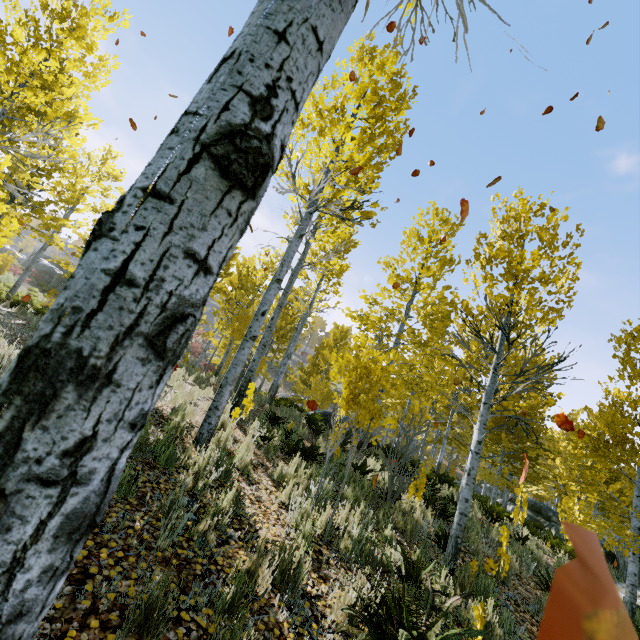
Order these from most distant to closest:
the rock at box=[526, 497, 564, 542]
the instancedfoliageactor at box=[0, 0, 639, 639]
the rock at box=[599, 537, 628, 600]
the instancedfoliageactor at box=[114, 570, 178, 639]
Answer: the rock at box=[526, 497, 564, 542], the rock at box=[599, 537, 628, 600], the instancedfoliageactor at box=[114, 570, 178, 639], the instancedfoliageactor at box=[0, 0, 639, 639]

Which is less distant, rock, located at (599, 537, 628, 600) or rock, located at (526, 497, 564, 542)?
rock, located at (599, 537, 628, 600)

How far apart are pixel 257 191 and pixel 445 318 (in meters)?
12.85

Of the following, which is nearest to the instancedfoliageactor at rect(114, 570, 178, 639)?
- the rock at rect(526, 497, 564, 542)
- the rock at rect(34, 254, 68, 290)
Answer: the rock at rect(526, 497, 564, 542)

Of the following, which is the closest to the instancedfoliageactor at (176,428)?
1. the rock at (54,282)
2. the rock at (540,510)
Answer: the rock at (540,510)

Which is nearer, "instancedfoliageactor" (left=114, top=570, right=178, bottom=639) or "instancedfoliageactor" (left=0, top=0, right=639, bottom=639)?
"instancedfoliageactor" (left=0, top=0, right=639, bottom=639)

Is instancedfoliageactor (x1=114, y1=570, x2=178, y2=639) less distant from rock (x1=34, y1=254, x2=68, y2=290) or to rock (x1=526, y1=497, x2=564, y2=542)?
rock (x1=526, y1=497, x2=564, y2=542)

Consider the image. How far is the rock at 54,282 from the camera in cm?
3095
